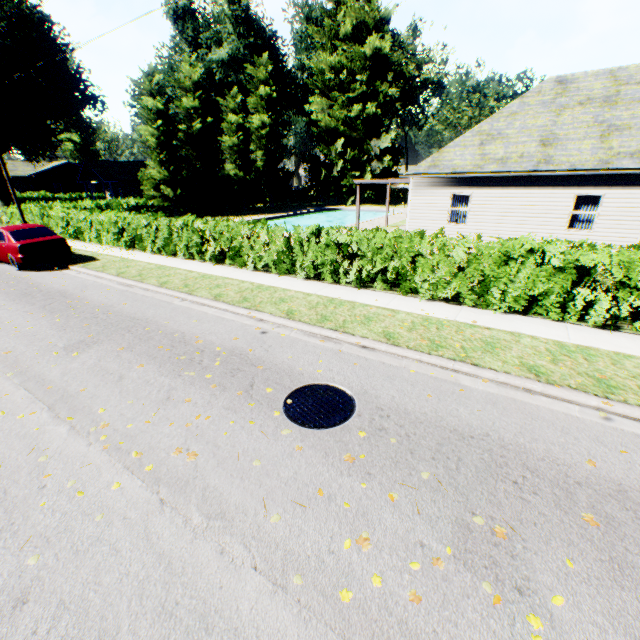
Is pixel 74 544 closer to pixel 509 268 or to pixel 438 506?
pixel 438 506

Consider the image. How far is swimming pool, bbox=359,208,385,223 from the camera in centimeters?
2908cm

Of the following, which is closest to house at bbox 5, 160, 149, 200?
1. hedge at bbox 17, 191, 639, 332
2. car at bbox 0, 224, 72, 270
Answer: hedge at bbox 17, 191, 639, 332

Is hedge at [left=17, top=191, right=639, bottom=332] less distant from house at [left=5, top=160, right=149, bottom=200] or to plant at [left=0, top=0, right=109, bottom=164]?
plant at [left=0, top=0, right=109, bottom=164]

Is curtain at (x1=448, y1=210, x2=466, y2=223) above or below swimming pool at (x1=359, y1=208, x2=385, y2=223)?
above

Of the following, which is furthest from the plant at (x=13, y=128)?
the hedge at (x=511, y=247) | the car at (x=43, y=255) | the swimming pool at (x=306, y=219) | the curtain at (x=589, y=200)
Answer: the curtain at (x=589, y=200)

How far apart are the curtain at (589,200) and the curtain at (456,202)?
4.0 meters

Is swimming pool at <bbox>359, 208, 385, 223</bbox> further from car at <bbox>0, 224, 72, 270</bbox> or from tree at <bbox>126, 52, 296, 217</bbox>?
car at <bbox>0, 224, 72, 270</bbox>
